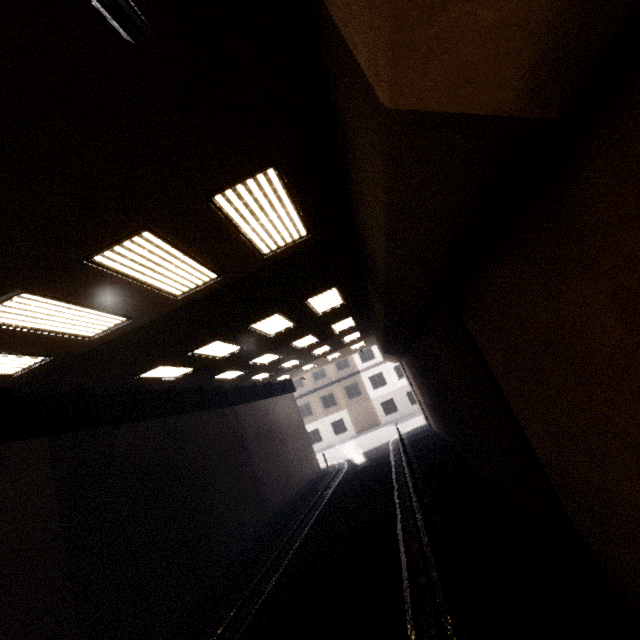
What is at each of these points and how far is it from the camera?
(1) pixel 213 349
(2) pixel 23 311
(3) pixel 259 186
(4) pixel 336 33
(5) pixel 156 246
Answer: (1) fluorescent light, 10.1 meters
(2) fluorescent light, 4.8 meters
(3) fluorescent light, 4.2 meters
(4) concrete pillar, 2.3 meters
(5) fluorescent light, 4.6 meters

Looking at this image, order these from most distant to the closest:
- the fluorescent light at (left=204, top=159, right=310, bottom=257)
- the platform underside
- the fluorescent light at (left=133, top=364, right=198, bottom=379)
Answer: the fluorescent light at (left=133, top=364, right=198, bottom=379)
the platform underside
the fluorescent light at (left=204, top=159, right=310, bottom=257)

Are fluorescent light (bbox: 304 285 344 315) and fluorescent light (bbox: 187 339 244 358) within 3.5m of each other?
yes

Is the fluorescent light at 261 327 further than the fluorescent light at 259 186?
Yes

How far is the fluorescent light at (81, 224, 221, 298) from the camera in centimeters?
423cm

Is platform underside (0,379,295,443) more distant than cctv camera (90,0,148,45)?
Yes

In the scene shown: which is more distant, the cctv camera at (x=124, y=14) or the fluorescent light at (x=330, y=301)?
the fluorescent light at (x=330, y=301)

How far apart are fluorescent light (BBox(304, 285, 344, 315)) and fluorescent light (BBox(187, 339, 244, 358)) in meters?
2.8 m
